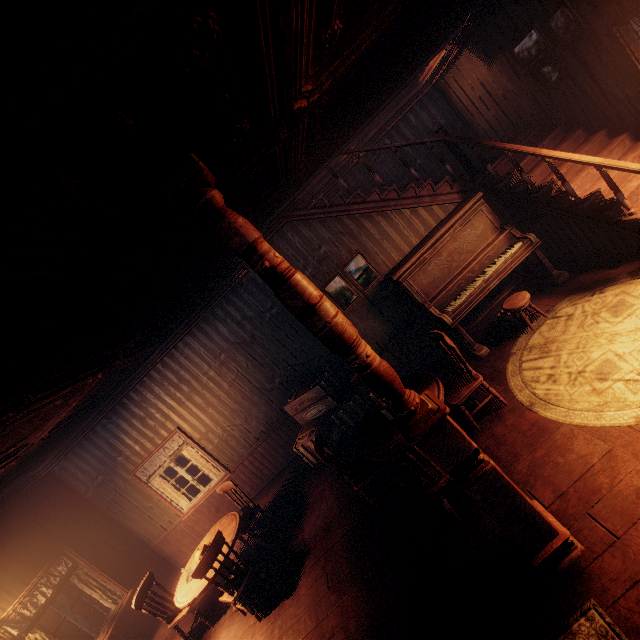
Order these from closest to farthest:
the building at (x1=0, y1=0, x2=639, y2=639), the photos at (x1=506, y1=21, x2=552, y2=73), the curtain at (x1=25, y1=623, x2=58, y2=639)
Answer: the building at (x1=0, y1=0, x2=639, y2=639) < the photos at (x1=506, y1=21, x2=552, y2=73) < the curtain at (x1=25, y1=623, x2=58, y2=639)

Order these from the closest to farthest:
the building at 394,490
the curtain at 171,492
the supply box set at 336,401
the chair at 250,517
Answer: the building at 394,490
the chair at 250,517
the supply box set at 336,401
the curtain at 171,492

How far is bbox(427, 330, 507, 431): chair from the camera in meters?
3.9

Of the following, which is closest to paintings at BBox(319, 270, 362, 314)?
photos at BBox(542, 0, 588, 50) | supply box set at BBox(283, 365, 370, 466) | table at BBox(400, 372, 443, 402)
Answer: supply box set at BBox(283, 365, 370, 466)

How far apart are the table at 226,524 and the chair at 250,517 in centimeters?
30cm

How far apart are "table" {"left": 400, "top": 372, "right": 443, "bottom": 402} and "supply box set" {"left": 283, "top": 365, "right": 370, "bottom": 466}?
1.3 meters

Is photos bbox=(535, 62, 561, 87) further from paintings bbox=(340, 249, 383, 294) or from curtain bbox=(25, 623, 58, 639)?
paintings bbox=(340, 249, 383, 294)

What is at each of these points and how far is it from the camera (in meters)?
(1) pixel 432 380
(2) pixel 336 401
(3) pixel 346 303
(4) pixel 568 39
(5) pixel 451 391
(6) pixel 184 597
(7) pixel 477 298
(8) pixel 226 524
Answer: (1) table, 4.15
(2) supply box set, 6.27
(3) paintings, 5.87
(4) photos, 4.29
(5) chair, 4.18
(6) table, 4.73
(7) piano, 5.01
(8) table, 5.55
